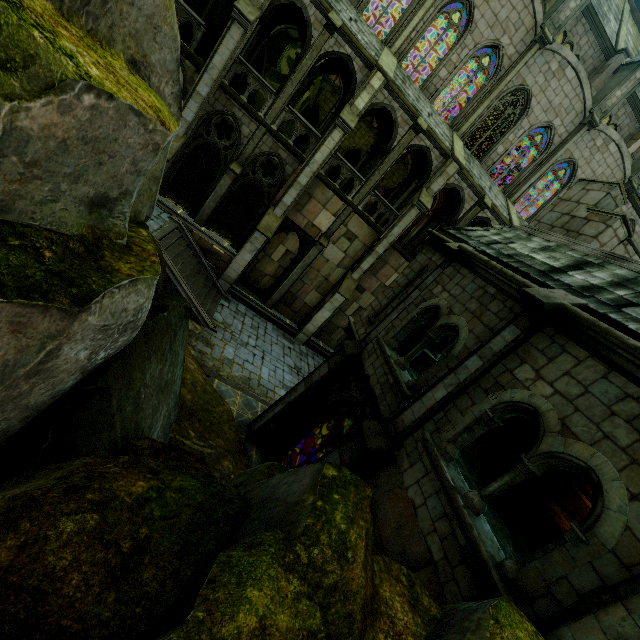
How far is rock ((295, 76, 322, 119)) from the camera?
29.5 meters

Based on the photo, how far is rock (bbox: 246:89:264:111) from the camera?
18.87m

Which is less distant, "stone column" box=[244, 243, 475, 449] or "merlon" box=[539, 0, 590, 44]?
"stone column" box=[244, 243, 475, 449]

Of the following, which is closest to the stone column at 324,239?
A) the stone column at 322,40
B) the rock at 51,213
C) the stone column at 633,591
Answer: the stone column at 322,40

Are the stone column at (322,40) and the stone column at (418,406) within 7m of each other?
no

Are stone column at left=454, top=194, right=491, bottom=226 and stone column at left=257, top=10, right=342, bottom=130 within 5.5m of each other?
no

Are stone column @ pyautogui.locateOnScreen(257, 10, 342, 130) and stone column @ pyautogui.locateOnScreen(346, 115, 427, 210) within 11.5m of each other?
yes

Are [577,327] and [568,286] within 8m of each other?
yes
